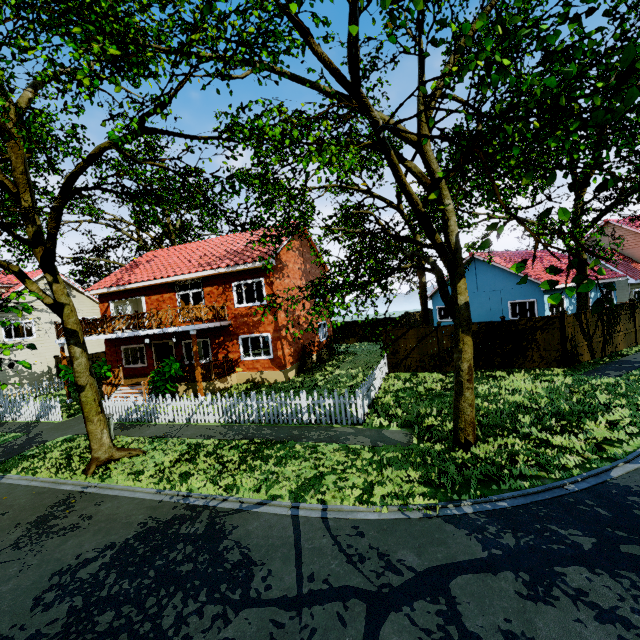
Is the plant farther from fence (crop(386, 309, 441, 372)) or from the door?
the door

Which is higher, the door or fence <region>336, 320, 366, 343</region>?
the door

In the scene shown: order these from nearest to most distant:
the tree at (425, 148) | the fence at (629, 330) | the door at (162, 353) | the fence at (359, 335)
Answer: the tree at (425, 148) → the fence at (629, 330) → the door at (162, 353) → the fence at (359, 335)

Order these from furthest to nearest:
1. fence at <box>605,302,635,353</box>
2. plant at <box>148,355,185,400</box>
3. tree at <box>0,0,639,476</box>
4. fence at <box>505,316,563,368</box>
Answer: fence at <box>605,302,635,353</box> < plant at <box>148,355,185,400</box> < fence at <box>505,316,563,368</box> < tree at <box>0,0,639,476</box>

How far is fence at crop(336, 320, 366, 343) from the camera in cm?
3081

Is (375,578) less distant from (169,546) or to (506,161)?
(169,546)

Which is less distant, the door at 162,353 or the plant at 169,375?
the plant at 169,375

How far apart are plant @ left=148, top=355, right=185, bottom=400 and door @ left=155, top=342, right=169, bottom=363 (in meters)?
4.19
